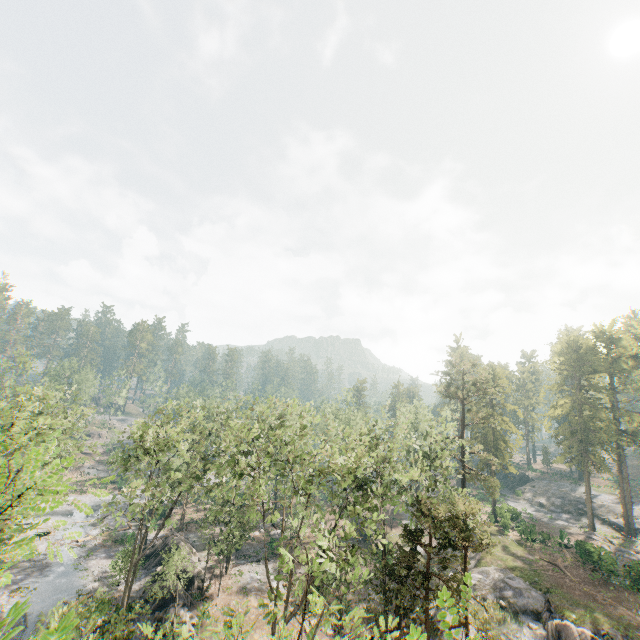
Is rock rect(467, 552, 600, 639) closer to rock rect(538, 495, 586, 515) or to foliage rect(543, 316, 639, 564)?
foliage rect(543, 316, 639, 564)

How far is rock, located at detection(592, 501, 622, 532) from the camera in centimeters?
5057cm

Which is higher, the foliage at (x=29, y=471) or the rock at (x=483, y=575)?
the foliage at (x=29, y=471)

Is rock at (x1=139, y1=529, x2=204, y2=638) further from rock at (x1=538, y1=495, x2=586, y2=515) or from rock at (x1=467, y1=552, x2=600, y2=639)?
rock at (x1=538, y1=495, x2=586, y2=515)

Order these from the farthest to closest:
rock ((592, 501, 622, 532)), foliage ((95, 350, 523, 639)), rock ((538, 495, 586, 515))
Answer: rock ((538, 495, 586, 515)), rock ((592, 501, 622, 532)), foliage ((95, 350, 523, 639))

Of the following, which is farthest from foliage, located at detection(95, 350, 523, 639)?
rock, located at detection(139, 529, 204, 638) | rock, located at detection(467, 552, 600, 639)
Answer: rock, located at detection(139, 529, 204, 638)

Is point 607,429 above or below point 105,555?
above

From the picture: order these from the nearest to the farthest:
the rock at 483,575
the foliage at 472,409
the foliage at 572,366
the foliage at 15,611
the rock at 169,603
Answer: the foliage at 15,611
the foliage at 472,409
the rock at 483,575
the rock at 169,603
the foliage at 572,366
